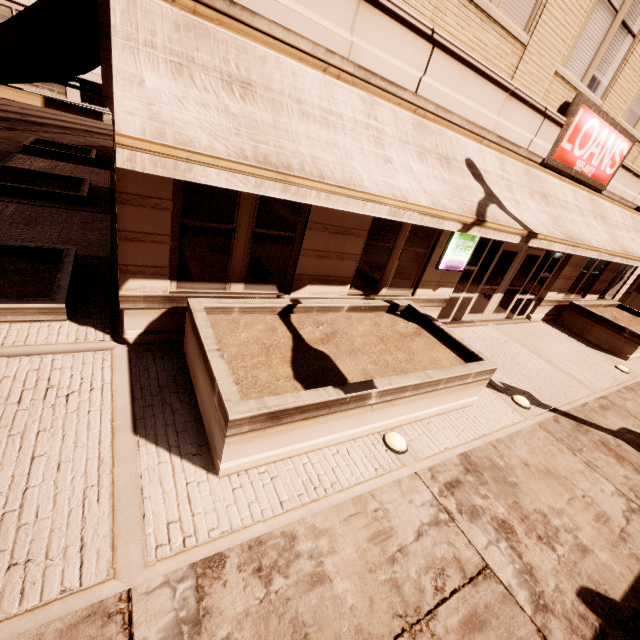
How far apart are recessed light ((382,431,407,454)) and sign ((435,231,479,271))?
4.4 meters

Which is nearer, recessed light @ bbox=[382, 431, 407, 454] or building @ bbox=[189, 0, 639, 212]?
building @ bbox=[189, 0, 639, 212]

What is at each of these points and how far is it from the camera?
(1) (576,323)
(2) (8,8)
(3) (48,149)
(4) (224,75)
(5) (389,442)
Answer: (1) planter, 12.3 meters
(2) building, 30.2 meters
(3) planter, 14.0 meters
(4) awning, 3.4 meters
(5) recessed light, 4.8 meters

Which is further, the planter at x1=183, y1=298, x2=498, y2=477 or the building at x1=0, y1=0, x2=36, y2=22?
the building at x1=0, y1=0, x2=36, y2=22

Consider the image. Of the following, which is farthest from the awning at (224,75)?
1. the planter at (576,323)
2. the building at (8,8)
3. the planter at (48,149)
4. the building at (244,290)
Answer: the building at (8,8)

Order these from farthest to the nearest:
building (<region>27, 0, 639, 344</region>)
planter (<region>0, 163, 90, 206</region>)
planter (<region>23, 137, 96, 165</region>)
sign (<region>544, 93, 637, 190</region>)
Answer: planter (<region>23, 137, 96, 165</region>), planter (<region>0, 163, 90, 206</region>), sign (<region>544, 93, 637, 190</region>), building (<region>27, 0, 639, 344</region>)

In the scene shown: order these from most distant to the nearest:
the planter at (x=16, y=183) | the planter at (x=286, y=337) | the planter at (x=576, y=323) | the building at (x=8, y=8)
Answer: the building at (x=8, y=8)
the planter at (x=576, y=323)
the planter at (x=16, y=183)
the planter at (x=286, y=337)

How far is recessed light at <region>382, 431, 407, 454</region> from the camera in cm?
476
